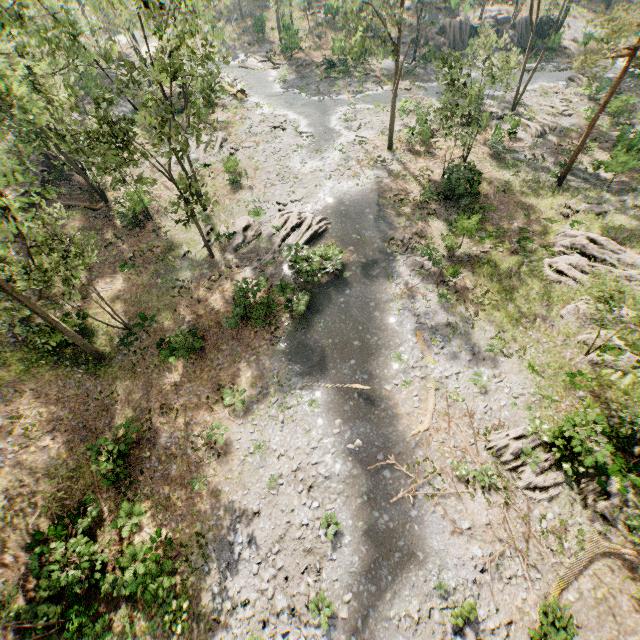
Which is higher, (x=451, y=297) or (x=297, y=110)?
(x=451, y=297)

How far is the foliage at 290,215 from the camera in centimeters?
2414cm

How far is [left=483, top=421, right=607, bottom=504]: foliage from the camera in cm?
1520

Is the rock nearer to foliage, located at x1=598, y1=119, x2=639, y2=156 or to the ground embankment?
foliage, located at x1=598, y1=119, x2=639, y2=156

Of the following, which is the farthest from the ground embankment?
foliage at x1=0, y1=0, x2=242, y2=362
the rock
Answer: the rock

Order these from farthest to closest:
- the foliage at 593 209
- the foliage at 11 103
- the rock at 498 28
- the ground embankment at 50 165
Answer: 1. the rock at 498 28
2. the ground embankment at 50 165
3. the foliage at 593 209
4. the foliage at 11 103
